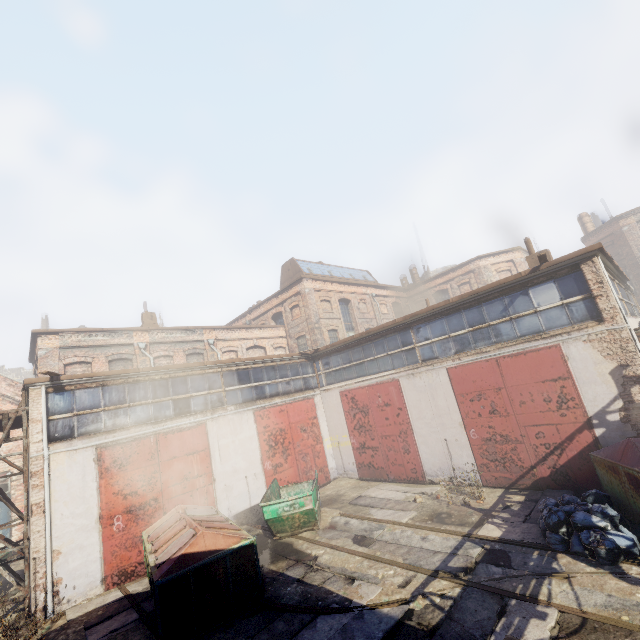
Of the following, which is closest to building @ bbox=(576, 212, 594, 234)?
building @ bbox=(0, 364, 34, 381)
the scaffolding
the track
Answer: the track

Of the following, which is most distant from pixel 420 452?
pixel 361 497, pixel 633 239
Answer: pixel 633 239

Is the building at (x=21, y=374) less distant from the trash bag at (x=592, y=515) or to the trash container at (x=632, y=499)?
the trash bag at (x=592, y=515)

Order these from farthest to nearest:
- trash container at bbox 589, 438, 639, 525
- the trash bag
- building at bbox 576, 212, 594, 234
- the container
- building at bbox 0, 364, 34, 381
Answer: building at bbox 0, 364, 34, 381 < building at bbox 576, 212, 594, 234 < the container < trash container at bbox 589, 438, 639, 525 < the trash bag

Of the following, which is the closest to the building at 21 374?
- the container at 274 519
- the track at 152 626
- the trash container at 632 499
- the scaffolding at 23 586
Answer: the scaffolding at 23 586

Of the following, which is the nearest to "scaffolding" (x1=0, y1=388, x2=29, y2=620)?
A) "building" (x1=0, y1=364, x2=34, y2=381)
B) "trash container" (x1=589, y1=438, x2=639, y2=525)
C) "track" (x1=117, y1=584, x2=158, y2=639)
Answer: "track" (x1=117, y1=584, x2=158, y2=639)

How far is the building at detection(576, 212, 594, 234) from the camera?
32.8m

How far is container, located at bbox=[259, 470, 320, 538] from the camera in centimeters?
1028cm
